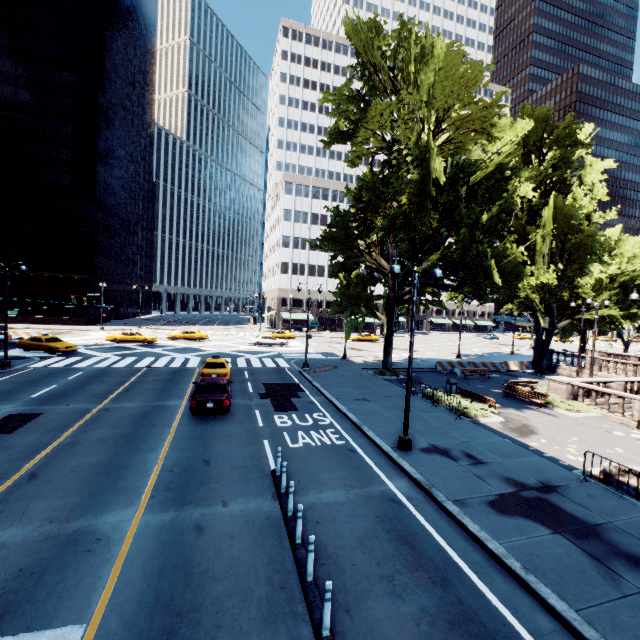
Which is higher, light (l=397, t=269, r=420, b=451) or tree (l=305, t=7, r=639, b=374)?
tree (l=305, t=7, r=639, b=374)

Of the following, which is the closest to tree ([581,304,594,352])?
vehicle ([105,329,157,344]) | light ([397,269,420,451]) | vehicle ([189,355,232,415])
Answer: light ([397,269,420,451])

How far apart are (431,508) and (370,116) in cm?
1840

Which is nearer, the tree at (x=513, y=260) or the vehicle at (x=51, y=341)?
the tree at (x=513, y=260)

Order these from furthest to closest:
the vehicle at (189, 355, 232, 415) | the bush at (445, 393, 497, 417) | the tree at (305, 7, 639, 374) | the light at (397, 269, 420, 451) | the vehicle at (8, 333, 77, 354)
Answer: the vehicle at (8, 333, 77, 354)
the bush at (445, 393, 497, 417)
the tree at (305, 7, 639, 374)
the vehicle at (189, 355, 232, 415)
the light at (397, 269, 420, 451)

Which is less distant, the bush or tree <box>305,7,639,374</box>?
tree <box>305,7,639,374</box>

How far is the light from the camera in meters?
12.4

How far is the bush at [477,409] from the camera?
17.3m
